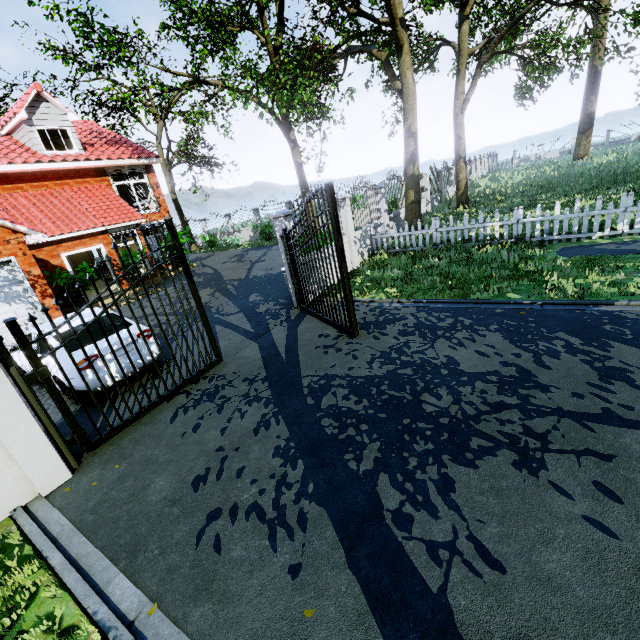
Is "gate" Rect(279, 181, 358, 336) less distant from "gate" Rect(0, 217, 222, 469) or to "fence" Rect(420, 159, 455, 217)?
"fence" Rect(420, 159, 455, 217)

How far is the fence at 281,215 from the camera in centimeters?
801cm

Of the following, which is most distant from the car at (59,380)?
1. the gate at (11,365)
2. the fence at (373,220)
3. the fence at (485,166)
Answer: the fence at (485,166)

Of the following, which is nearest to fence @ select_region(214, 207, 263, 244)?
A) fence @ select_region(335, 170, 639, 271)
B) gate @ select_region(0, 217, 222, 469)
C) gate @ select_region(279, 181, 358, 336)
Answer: gate @ select_region(279, 181, 358, 336)

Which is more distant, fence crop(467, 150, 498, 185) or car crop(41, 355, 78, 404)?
fence crop(467, 150, 498, 185)

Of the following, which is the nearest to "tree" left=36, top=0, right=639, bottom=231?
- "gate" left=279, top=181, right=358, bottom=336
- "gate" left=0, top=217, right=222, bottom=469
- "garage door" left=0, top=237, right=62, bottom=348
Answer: "gate" left=279, top=181, right=358, bottom=336

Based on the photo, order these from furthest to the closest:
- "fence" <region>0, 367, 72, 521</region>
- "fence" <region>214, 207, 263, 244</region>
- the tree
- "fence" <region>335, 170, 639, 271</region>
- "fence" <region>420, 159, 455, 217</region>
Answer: "fence" <region>214, 207, 263, 244</region> → "fence" <region>420, 159, 455, 217</region> → the tree → "fence" <region>335, 170, 639, 271</region> → "fence" <region>0, 367, 72, 521</region>

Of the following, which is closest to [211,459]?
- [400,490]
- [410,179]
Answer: [400,490]
